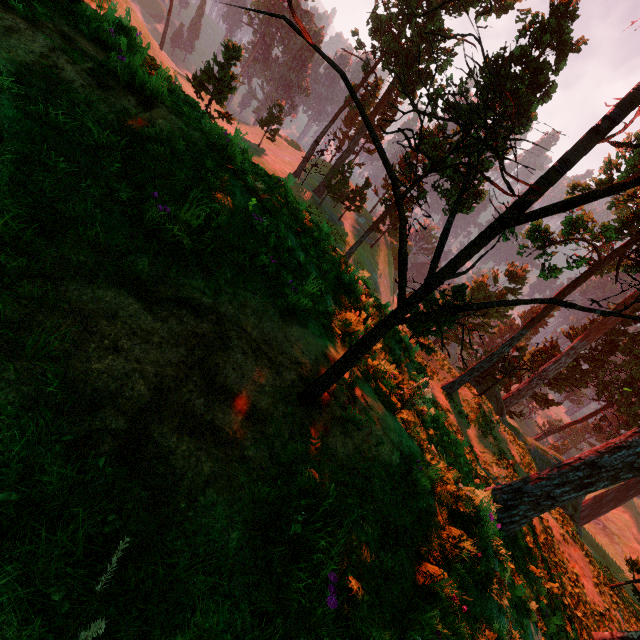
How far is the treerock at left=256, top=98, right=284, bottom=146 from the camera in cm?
4028

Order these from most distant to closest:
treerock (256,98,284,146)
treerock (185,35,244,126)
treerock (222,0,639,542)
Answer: treerock (256,98,284,146)
treerock (185,35,244,126)
treerock (222,0,639,542)

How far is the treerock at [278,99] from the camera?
40.3m

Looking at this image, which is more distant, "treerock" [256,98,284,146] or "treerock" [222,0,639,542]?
"treerock" [256,98,284,146]

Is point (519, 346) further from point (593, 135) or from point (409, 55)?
point (593, 135)
